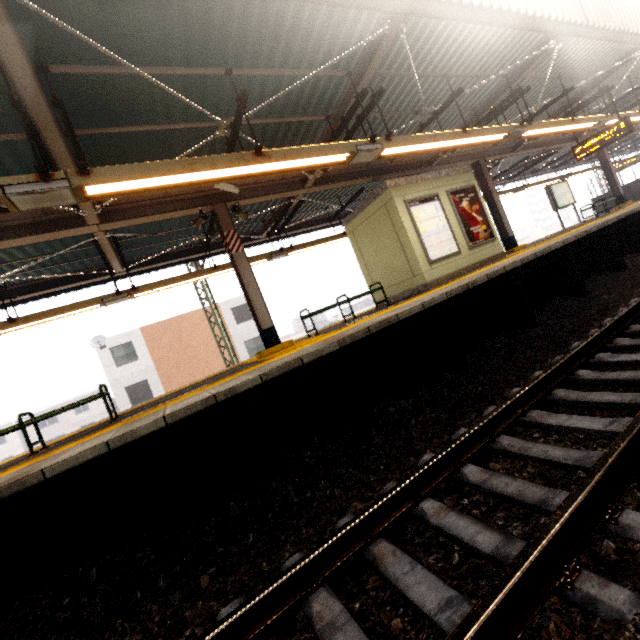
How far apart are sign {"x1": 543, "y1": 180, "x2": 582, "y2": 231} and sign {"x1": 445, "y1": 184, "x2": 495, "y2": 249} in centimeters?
639cm

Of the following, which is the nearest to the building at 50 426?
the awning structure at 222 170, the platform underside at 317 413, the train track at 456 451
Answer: the awning structure at 222 170

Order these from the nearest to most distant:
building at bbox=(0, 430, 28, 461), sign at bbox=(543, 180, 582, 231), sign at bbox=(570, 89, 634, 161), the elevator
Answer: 1. the elevator
2. sign at bbox=(570, 89, 634, 161)
3. sign at bbox=(543, 180, 582, 231)
4. building at bbox=(0, 430, 28, 461)

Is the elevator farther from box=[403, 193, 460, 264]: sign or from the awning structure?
the awning structure

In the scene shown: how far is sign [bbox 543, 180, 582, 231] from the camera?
13.47m

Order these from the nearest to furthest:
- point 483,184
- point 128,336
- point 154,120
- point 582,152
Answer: point 154,120 < point 582,152 < point 483,184 < point 128,336

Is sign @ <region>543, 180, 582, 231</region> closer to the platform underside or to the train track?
the platform underside

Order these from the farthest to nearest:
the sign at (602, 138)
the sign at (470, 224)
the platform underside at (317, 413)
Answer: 1. the sign at (602, 138)
2. the sign at (470, 224)
3. the platform underside at (317, 413)
